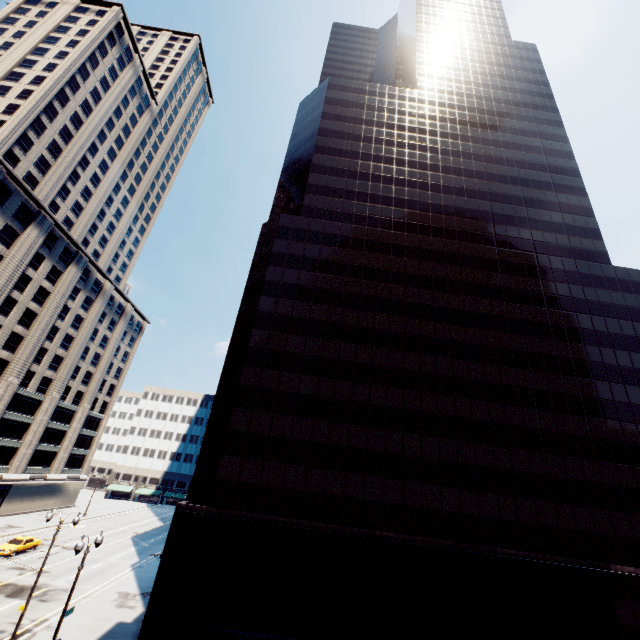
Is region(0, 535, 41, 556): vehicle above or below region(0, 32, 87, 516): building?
below

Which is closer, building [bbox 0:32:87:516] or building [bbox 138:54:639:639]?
building [bbox 138:54:639:639]

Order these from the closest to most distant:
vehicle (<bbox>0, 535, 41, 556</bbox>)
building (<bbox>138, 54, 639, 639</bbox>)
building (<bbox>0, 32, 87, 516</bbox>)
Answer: building (<bbox>138, 54, 639, 639</bbox>) → vehicle (<bbox>0, 535, 41, 556</bbox>) → building (<bbox>0, 32, 87, 516</bbox>)

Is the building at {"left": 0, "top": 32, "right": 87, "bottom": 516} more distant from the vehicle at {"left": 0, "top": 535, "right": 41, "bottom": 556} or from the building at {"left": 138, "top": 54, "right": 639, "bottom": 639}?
the building at {"left": 138, "top": 54, "right": 639, "bottom": 639}

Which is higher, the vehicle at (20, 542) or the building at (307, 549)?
the building at (307, 549)

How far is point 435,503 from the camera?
27.2 meters

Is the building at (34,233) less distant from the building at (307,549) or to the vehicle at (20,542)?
the vehicle at (20,542)
